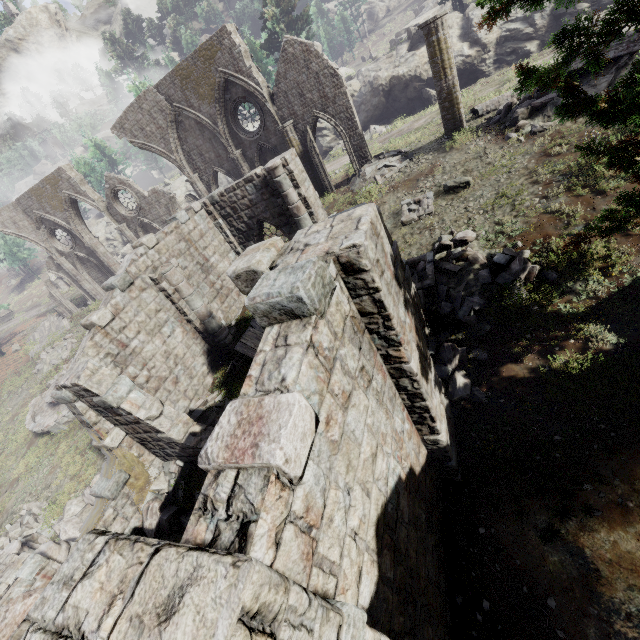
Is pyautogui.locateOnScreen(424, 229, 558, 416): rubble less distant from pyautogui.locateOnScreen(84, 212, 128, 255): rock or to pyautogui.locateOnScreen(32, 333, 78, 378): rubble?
pyautogui.locateOnScreen(84, 212, 128, 255): rock

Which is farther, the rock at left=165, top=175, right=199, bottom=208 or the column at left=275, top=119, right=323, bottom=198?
the rock at left=165, top=175, right=199, bottom=208

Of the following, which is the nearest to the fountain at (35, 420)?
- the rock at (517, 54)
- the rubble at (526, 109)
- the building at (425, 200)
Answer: the rock at (517, 54)

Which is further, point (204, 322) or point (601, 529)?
point (204, 322)

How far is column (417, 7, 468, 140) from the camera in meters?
13.7 m

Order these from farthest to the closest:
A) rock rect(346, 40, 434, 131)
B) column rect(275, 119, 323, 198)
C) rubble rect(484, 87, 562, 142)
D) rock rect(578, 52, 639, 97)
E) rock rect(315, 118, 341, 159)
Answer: rock rect(315, 118, 341, 159) → rock rect(346, 40, 434, 131) → column rect(275, 119, 323, 198) → rubble rect(484, 87, 562, 142) → rock rect(578, 52, 639, 97)

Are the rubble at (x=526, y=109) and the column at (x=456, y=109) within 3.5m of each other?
yes

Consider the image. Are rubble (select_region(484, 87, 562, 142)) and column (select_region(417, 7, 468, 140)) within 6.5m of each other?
yes
